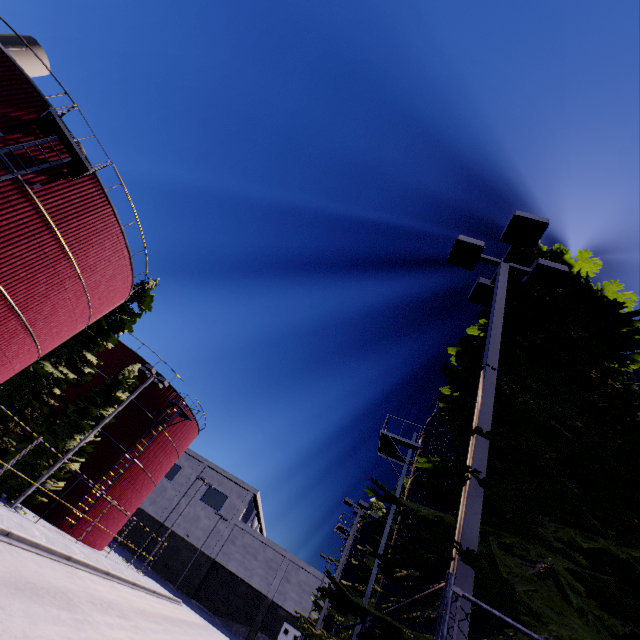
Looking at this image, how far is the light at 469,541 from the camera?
3.4 meters

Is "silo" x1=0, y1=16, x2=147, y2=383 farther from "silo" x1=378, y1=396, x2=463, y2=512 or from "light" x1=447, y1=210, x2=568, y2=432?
"light" x1=447, y1=210, x2=568, y2=432

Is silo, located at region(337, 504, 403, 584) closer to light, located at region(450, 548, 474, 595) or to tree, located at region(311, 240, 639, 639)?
tree, located at region(311, 240, 639, 639)

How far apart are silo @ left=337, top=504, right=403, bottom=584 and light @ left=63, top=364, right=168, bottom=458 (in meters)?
21.29

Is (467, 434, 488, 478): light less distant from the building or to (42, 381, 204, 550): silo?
the building

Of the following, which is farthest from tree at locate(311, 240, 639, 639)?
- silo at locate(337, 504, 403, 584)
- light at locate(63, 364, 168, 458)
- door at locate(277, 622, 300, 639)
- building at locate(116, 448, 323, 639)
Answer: door at locate(277, 622, 300, 639)

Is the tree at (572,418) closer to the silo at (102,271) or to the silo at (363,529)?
the silo at (102,271)

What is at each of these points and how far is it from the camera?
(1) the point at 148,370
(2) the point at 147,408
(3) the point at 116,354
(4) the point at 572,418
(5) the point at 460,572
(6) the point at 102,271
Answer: (1) light, 23.25m
(2) silo, 28.38m
(3) silo, 28.31m
(4) tree, 4.99m
(5) light, 3.22m
(6) silo, 17.98m
